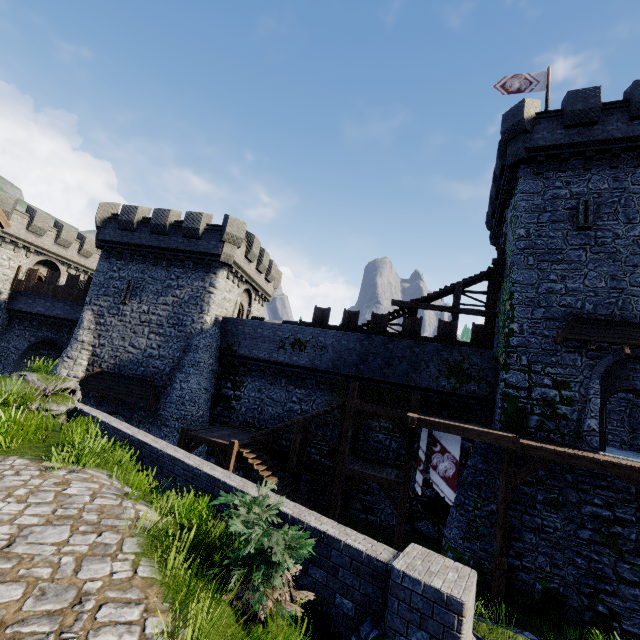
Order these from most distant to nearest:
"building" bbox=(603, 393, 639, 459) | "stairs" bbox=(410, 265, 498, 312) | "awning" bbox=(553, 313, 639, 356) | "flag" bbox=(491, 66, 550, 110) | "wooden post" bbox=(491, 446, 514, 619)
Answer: "stairs" bbox=(410, 265, 498, 312), "flag" bbox=(491, 66, 550, 110), "building" bbox=(603, 393, 639, 459), "awning" bbox=(553, 313, 639, 356), "wooden post" bbox=(491, 446, 514, 619)

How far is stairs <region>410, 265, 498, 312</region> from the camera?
19.41m

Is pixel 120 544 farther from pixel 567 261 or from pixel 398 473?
pixel 567 261

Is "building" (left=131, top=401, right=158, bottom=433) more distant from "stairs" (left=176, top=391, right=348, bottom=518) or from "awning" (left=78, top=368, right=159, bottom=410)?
"stairs" (left=176, top=391, right=348, bottom=518)

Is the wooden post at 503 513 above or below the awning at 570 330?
below

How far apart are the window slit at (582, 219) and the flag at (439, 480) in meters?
11.3

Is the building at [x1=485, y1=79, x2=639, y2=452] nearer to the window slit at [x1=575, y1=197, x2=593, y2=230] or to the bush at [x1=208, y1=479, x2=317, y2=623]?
the window slit at [x1=575, y1=197, x2=593, y2=230]

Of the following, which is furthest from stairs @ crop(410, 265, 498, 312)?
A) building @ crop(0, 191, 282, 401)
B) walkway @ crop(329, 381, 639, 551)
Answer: building @ crop(0, 191, 282, 401)
